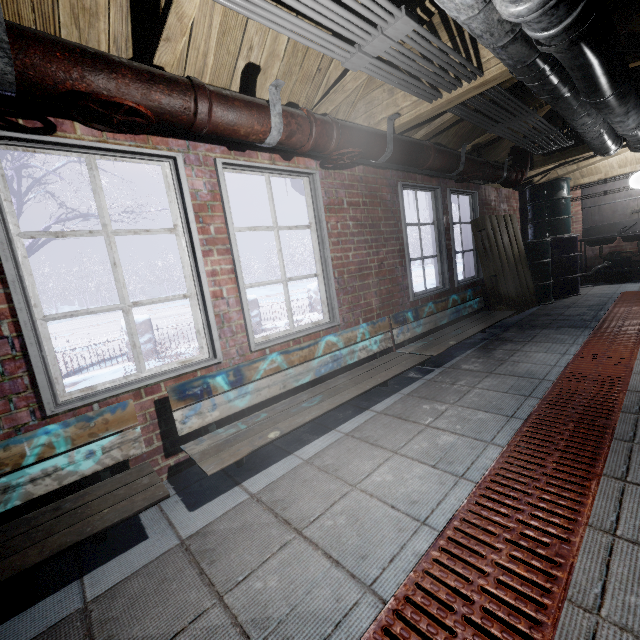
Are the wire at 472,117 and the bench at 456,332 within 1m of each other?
no

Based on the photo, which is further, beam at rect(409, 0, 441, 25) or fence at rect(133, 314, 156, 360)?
fence at rect(133, 314, 156, 360)

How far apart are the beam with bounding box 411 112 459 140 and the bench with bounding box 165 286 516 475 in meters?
1.5

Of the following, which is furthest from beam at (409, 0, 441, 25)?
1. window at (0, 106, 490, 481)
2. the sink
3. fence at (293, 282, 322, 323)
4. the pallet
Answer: the sink

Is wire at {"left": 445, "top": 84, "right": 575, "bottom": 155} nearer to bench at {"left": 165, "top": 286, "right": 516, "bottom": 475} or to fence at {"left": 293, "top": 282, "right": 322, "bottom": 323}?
bench at {"left": 165, "top": 286, "right": 516, "bottom": 475}

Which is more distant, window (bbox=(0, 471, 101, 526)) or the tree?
the tree

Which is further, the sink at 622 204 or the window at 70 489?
the sink at 622 204

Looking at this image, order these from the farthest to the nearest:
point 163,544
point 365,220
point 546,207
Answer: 1. point 546,207
2. point 365,220
3. point 163,544
